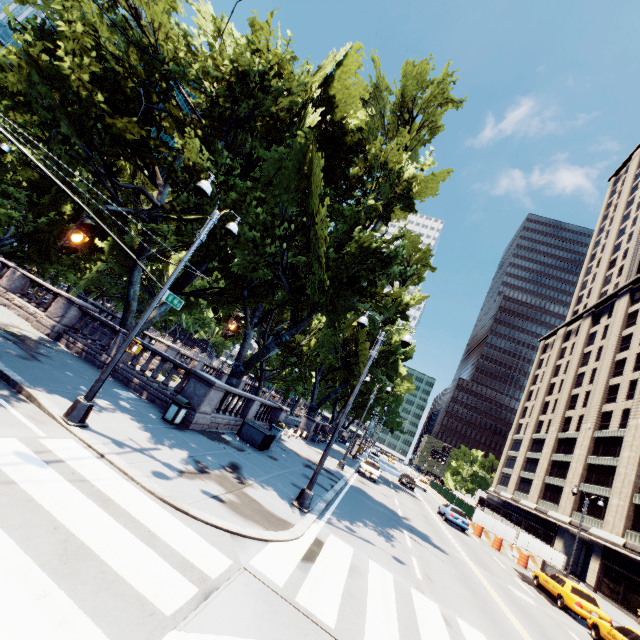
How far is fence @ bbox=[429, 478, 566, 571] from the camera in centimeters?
2880cm

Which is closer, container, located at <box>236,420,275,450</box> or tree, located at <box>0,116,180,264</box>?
tree, located at <box>0,116,180,264</box>

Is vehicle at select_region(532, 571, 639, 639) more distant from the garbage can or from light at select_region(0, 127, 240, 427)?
the garbage can

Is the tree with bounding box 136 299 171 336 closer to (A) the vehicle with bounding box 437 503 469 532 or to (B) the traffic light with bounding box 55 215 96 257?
(B) the traffic light with bounding box 55 215 96 257

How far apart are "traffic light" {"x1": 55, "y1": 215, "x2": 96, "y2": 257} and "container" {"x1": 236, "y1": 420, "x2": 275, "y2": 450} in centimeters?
1198cm

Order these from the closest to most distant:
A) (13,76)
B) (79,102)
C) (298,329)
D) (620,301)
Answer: (79,102), (298,329), (13,76), (620,301)

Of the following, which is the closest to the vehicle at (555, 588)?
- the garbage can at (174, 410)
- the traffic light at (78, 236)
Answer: the garbage can at (174, 410)

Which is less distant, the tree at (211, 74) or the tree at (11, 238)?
the tree at (211, 74)
